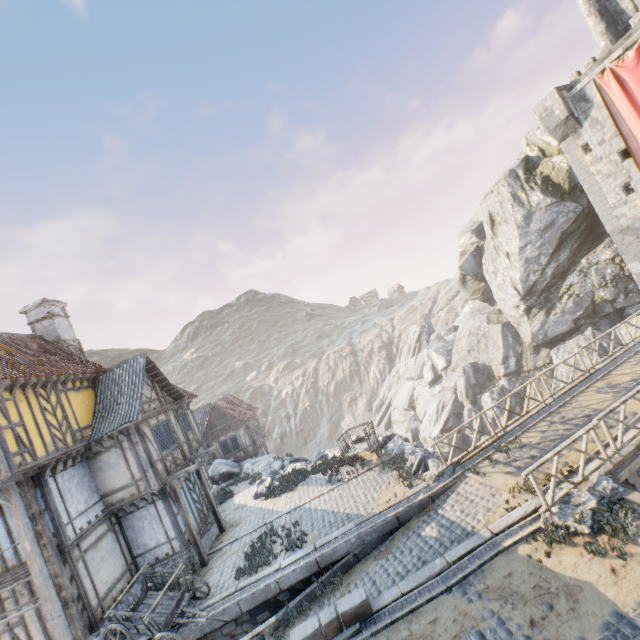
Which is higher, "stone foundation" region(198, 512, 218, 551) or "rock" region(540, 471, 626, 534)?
"stone foundation" region(198, 512, 218, 551)

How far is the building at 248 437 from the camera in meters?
29.3 m

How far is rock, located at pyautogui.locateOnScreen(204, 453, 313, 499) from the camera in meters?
19.3

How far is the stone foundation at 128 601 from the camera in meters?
12.0 m

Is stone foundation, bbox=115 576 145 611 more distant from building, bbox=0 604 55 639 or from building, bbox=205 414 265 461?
building, bbox=205 414 265 461

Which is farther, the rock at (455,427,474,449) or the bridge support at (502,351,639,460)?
the rock at (455,427,474,449)

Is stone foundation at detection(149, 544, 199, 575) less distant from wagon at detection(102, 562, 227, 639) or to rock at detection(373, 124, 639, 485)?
wagon at detection(102, 562, 227, 639)

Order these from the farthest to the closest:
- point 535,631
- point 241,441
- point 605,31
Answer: point 241,441 → point 605,31 → point 535,631
